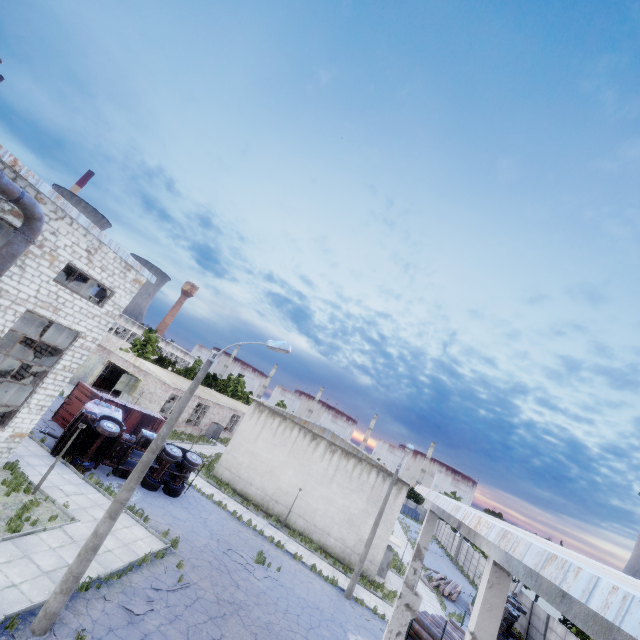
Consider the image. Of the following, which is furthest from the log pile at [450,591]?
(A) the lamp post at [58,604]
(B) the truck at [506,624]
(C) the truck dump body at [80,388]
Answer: (A) the lamp post at [58,604]

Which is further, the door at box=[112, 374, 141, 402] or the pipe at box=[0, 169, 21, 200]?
the door at box=[112, 374, 141, 402]

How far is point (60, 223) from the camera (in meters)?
13.26

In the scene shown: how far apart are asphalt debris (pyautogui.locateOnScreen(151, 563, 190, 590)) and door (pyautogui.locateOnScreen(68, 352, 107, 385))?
29.19m

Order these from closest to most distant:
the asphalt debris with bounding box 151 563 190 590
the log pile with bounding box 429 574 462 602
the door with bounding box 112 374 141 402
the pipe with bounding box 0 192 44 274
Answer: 1. the pipe with bounding box 0 192 44 274
2. the asphalt debris with bounding box 151 563 190 590
3. the log pile with bounding box 429 574 462 602
4. the door with bounding box 112 374 141 402

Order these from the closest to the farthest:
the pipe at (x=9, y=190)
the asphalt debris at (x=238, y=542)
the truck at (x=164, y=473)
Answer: the pipe at (x=9, y=190) → the asphalt debris at (x=238, y=542) → the truck at (x=164, y=473)

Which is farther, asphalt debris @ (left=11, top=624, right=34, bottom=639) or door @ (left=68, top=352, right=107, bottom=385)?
door @ (left=68, top=352, right=107, bottom=385)

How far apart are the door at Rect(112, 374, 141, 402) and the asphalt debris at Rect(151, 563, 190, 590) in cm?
2384
